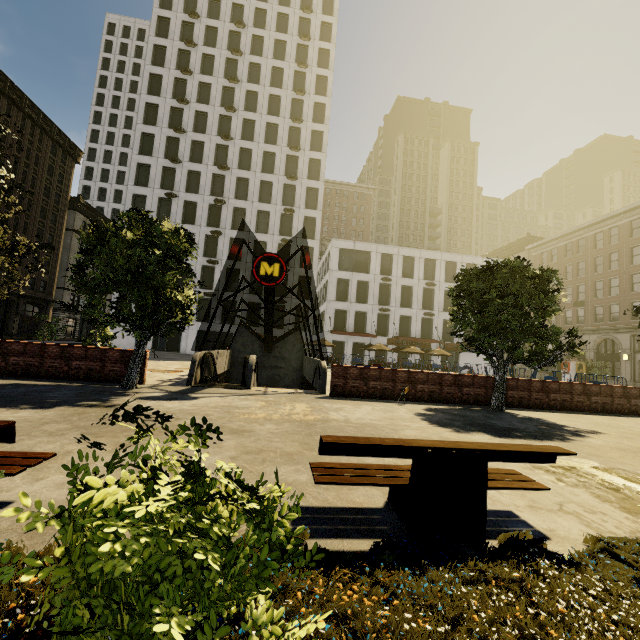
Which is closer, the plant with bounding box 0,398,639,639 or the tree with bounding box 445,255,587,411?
the plant with bounding box 0,398,639,639

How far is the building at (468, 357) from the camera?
44.03m

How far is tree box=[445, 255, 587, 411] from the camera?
11.3 meters

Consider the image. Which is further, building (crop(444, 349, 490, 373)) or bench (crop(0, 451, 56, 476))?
building (crop(444, 349, 490, 373))

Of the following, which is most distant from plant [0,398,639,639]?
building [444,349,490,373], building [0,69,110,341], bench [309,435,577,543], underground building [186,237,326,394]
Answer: building [444,349,490,373]

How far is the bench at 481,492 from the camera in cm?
312

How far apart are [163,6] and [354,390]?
57.0 meters

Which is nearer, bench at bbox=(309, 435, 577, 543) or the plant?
the plant
